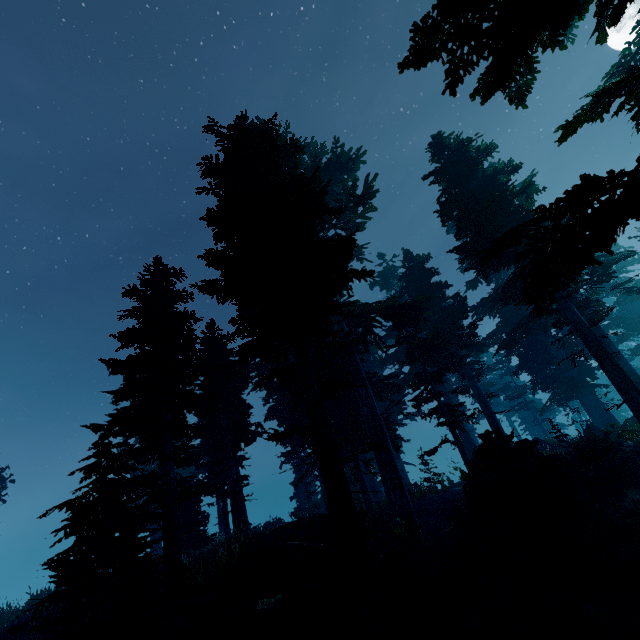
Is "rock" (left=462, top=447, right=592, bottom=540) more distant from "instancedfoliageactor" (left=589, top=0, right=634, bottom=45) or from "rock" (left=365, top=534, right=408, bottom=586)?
"rock" (left=365, top=534, right=408, bottom=586)

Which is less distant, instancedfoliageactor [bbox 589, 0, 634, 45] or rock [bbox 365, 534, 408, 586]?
instancedfoliageactor [bbox 589, 0, 634, 45]

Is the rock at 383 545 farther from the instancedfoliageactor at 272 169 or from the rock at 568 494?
the rock at 568 494

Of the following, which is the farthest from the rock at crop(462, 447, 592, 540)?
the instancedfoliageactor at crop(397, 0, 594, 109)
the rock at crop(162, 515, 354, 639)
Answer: the rock at crop(162, 515, 354, 639)

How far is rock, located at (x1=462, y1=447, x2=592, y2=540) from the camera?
9.61m

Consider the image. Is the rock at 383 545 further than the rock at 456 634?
Yes

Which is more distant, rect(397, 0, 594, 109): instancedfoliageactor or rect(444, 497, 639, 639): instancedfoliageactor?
rect(444, 497, 639, 639): instancedfoliageactor

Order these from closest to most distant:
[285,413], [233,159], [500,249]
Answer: [500,249] → [233,159] → [285,413]
